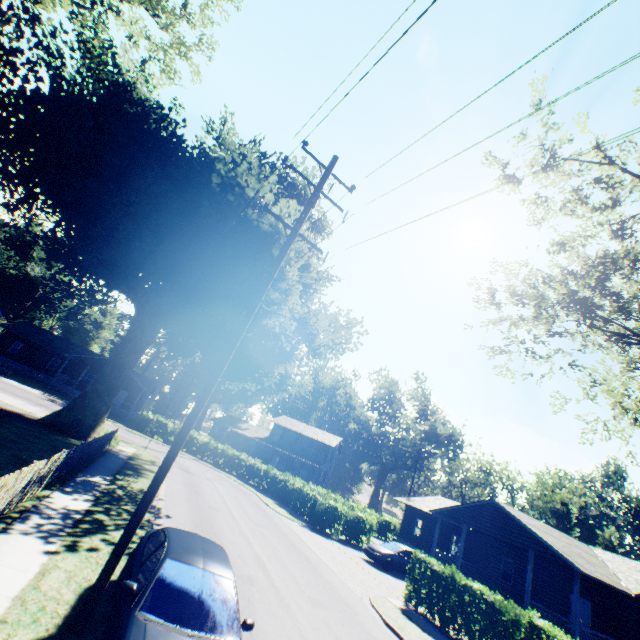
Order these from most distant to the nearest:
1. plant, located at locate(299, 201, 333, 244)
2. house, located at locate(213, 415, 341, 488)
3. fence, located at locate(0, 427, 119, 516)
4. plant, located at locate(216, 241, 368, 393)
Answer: house, located at locate(213, 415, 341, 488), plant, located at locate(299, 201, 333, 244), plant, located at locate(216, 241, 368, 393), fence, located at locate(0, 427, 119, 516)

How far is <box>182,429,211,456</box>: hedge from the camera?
37.4m

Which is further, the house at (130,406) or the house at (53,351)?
the house at (130,406)

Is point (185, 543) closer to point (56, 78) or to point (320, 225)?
point (56, 78)

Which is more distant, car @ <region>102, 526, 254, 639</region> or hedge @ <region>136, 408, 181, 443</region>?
hedge @ <region>136, 408, 181, 443</region>

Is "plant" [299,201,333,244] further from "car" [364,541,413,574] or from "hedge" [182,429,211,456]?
"car" [364,541,413,574]

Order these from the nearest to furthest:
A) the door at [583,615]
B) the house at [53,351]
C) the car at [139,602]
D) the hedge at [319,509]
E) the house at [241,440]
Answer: the car at [139,602] → the door at [583,615] → the hedge at [319,509] → the house at [53,351] → the house at [241,440]

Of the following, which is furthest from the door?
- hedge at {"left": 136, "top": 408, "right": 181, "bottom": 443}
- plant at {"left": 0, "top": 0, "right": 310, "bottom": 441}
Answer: plant at {"left": 0, "top": 0, "right": 310, "bottom": 441}
